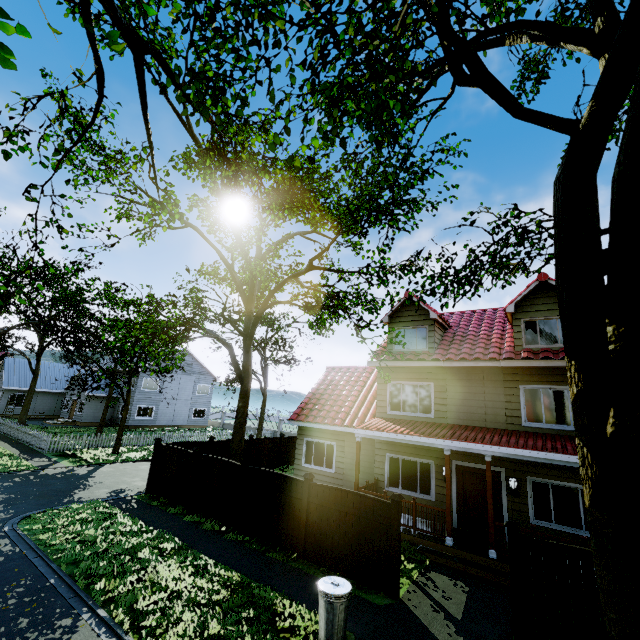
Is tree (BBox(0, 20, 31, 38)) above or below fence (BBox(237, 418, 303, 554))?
above

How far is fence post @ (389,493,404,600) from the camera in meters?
7.7 m

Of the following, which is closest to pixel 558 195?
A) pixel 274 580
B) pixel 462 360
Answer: pixel 462 360

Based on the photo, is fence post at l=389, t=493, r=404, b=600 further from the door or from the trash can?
the door

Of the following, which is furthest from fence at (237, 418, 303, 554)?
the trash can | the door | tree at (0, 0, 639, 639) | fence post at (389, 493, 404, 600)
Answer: the door

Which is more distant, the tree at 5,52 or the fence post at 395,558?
the fence post at 395,558

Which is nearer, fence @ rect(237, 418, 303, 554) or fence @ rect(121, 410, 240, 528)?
fence @ rect(237, 418, 303, 554)

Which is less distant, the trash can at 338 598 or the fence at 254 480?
the trash can at 338 598
